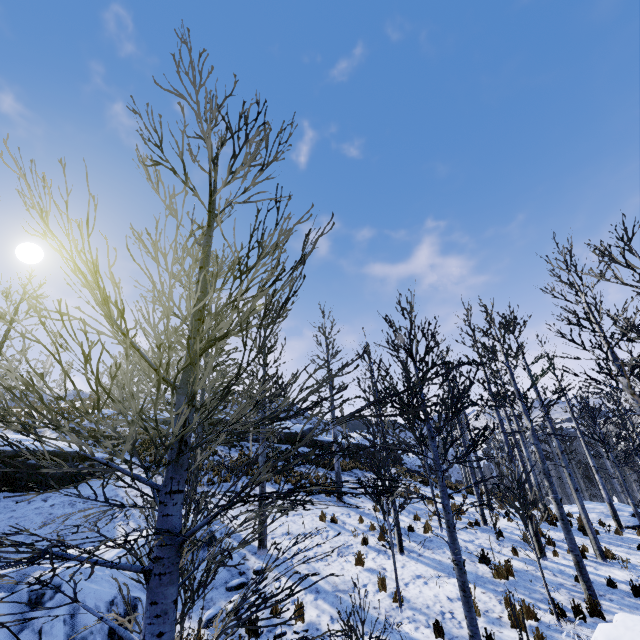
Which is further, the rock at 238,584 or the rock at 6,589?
the rock at 238,584

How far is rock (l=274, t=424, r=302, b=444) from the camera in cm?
2548

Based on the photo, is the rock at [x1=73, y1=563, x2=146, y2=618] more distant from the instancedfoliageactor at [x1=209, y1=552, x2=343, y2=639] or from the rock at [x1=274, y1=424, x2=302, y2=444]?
the rock at [x1=274, y1=424, x2=302, y2=444]

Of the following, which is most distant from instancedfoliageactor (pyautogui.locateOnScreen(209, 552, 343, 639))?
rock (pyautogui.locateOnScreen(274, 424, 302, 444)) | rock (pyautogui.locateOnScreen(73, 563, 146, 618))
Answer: rock (pyautogui.locateOnScreen(274, 424, 302, 444))

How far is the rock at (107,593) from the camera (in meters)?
6.31

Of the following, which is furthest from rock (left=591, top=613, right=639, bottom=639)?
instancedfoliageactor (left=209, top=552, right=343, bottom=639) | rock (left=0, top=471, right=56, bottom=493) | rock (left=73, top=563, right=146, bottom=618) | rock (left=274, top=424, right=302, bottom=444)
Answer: rock (left=274, top=424, right=302, bottom=444)

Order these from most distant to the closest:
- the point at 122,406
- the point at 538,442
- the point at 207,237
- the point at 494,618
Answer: the point at 122,406 < the point at 538,442 < the point at 494,618 < the point at 207,237

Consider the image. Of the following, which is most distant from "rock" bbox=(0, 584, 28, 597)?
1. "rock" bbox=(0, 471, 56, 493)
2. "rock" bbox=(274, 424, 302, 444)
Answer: "rock" bbox=(274, 424, 302, 444)
